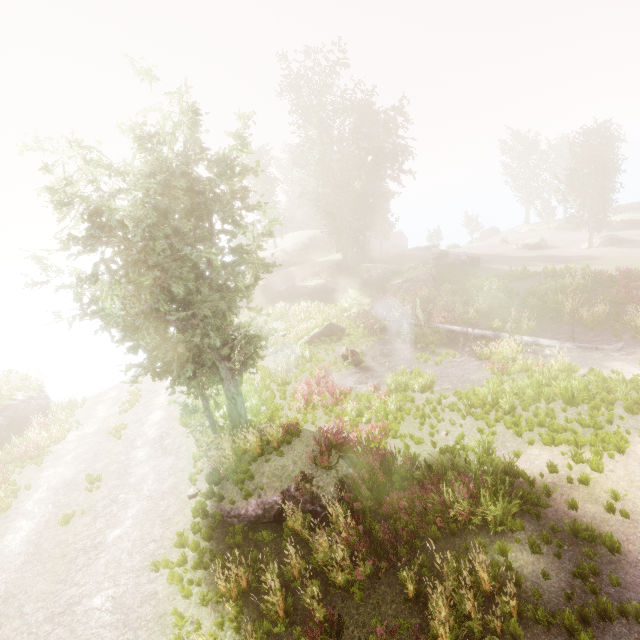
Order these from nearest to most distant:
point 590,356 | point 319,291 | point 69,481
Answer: point 69,481, point 590,356, point 319,291

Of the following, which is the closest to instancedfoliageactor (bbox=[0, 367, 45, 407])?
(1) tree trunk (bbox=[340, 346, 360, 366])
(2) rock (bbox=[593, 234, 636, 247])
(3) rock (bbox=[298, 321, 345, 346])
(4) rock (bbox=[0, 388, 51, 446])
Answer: (4) rock (bbox=[0, 388, 51, 446])

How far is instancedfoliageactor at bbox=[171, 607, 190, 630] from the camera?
7.1 meters

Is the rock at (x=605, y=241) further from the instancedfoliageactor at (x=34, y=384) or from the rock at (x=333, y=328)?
the rock at (x=333, y=328)

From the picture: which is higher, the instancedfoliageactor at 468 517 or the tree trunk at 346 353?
the tree trunk at 346 353

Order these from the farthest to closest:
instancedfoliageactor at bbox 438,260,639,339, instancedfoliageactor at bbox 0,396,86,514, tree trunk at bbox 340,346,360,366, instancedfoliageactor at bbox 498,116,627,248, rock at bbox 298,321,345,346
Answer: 1. instancedfoliageactor at bbox 498,116,627,248
2. rock at bbox 298,321,345,346
3. tree trunk at bbox 340,346,360,366
4. instancedfoliageactor at bbox 438,260,639,339
5. instancedfoliageactor at bbox 0,396,86,514

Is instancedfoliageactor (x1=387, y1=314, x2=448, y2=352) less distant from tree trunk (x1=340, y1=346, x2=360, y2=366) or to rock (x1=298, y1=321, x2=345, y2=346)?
tree trunk (x1=340, y1=346, x2=360, y2=366)
